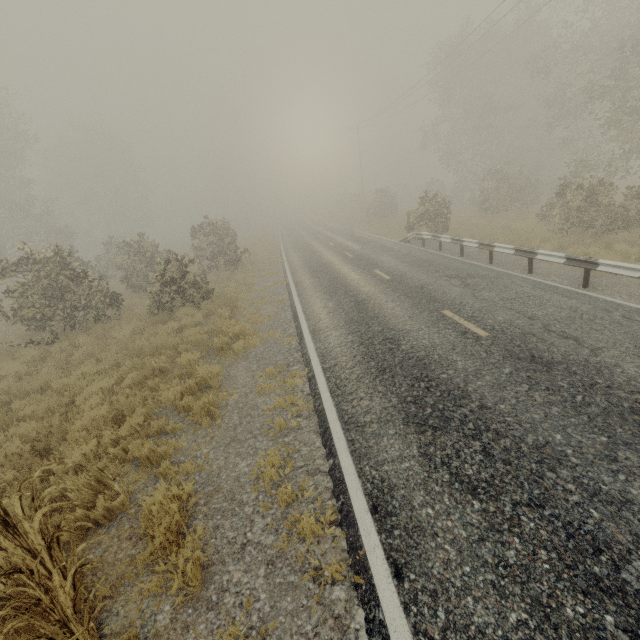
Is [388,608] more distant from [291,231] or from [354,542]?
[291,231]

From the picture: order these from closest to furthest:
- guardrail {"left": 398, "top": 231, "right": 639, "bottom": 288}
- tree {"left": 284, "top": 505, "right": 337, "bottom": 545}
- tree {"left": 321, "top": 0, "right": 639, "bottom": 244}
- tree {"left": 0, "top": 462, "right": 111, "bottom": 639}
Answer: tree {"left": 0, "top": 462, "right": 111, "bottom": 639}
tree {"left": 284, "top": 505, "right": 337, "bottom": 545}
guardrail {"left": 398, "top": 231, "right": 639, "bottom": 288}
tree {"left": 321, "top": 0, "right": 639, "bottom": 244}

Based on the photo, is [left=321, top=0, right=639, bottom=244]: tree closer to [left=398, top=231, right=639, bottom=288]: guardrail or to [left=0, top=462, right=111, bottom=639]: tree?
[left=398, top=231, right=639, bottom=288]: guardrail

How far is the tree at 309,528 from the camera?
3.57m

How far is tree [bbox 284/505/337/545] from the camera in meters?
3.6

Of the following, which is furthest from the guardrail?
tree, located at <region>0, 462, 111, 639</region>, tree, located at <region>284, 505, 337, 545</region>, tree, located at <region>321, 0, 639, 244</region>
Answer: tree, located at <region>321, 0, 639, 244</region>

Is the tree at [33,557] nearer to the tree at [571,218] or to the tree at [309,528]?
the tree at [309,528]

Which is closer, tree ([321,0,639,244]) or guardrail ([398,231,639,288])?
guardrail ([398,231,639,288])
